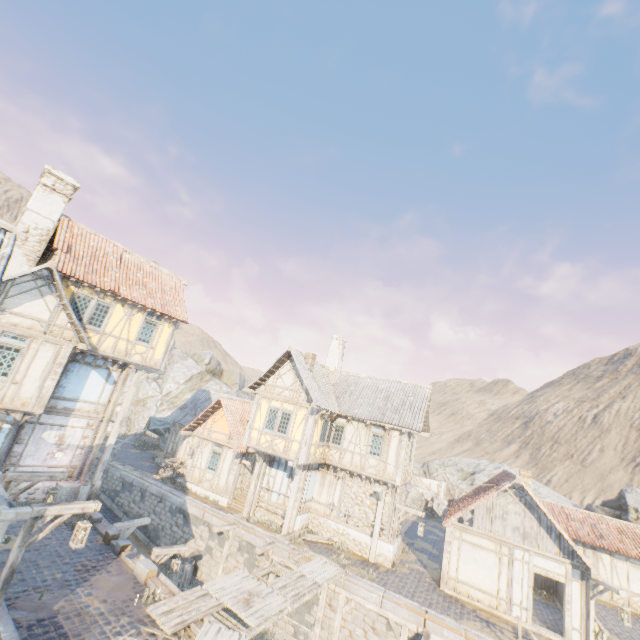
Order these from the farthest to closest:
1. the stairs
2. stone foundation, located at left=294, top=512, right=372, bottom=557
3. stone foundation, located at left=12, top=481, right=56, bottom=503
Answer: the stairs
stone foundation, located at left=294, top=512, right=372, bottom=557
stone foundation, located at left=12, top=481, right=56, bottom=503

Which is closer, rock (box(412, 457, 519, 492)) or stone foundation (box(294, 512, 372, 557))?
stone foundation (box(294, 512, 372, 557))

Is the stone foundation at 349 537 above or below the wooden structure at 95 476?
below

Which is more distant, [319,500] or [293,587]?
[319,500]

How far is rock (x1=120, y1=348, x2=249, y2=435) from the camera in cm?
4450

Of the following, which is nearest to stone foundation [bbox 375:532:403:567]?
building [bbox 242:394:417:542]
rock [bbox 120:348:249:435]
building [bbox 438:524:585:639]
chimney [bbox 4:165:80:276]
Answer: building [bbox 242:394:417:542]

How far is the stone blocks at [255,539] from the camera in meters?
16.0

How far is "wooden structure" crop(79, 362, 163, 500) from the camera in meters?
15.8
